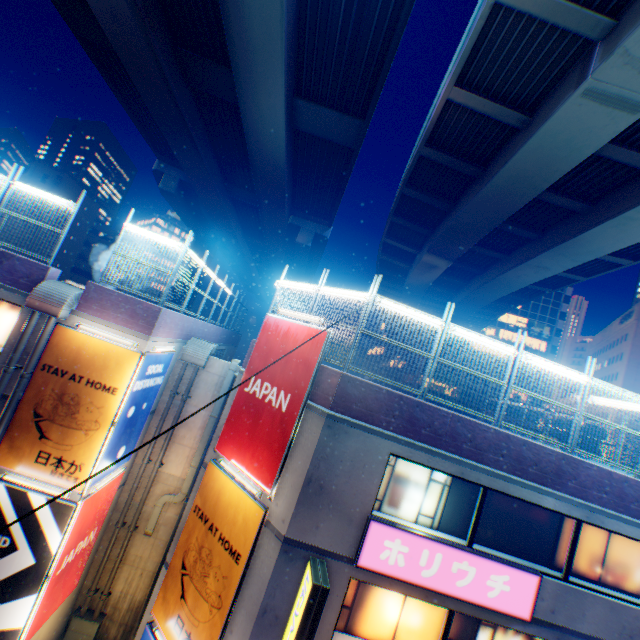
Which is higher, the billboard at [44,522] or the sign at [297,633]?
the sign at [297,633]

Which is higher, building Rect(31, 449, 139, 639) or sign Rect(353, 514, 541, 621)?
sign Rect(353, 514, 541, 621)

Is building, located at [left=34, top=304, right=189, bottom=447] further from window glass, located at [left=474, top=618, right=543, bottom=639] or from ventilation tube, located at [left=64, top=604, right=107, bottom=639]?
window glass, located at [left=474, top=618, right=543, bottom=639]

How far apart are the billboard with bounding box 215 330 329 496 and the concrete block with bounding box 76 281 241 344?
3.2m

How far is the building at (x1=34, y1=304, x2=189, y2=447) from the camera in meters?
10.0

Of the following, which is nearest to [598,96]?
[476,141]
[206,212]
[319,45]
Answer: [476,141]

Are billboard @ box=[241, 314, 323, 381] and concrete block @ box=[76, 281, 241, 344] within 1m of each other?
no

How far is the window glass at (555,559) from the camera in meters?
8.8
